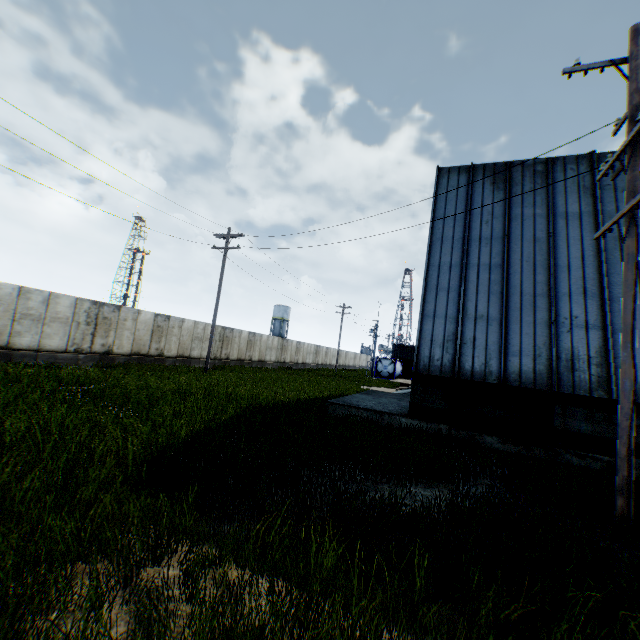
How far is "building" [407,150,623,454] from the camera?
10.1m

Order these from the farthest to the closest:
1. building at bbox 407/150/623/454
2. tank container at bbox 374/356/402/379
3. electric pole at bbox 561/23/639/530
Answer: tank container at bbox 374/356/402/379 → building at bbox 407/150/623/454 → electric pole at bbox 561/23/639/530

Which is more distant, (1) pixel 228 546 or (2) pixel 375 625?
(1) pixel 228 546

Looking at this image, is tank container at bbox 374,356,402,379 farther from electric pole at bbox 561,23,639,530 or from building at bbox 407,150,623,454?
electric pole at bbox 561,23,639,530

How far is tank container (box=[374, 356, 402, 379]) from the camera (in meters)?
44.91

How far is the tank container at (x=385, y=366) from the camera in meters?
44.9

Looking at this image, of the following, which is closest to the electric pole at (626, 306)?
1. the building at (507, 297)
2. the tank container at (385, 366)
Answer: the building at (507, 297)
